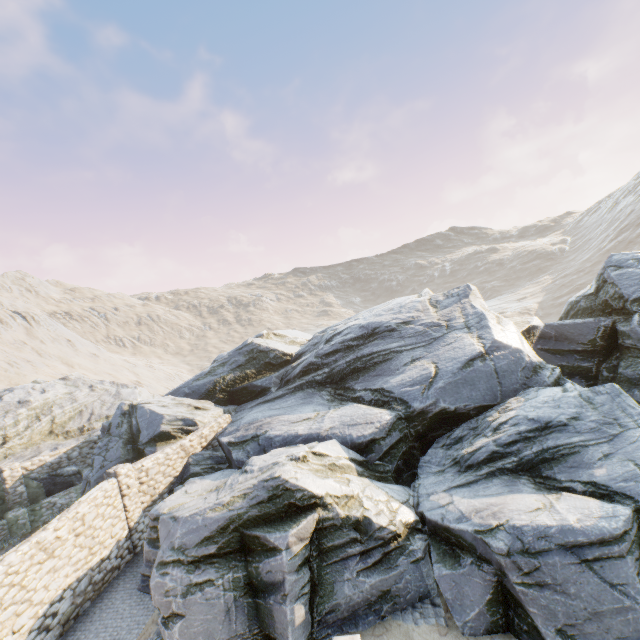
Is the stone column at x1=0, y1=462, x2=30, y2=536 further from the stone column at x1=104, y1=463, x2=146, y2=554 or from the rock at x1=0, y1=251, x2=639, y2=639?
the stone column at x1=104, y1=463, x2=146, y2=554

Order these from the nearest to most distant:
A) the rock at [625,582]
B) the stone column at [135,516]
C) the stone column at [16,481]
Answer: the rock at [625,582] → the stone column at [135,516] → the stone column at [16,481]

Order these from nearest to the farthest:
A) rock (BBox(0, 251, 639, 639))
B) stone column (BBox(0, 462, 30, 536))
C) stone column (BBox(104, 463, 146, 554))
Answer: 1. rock (BBox(0, 251, 639, 639))
2. stone column (BBox(104, 463, 146, 554))
3. stone column (BBox(0, 462, 30, 536))

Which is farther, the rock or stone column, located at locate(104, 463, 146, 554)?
stone column, located at locate(104, 463, 146, 554)

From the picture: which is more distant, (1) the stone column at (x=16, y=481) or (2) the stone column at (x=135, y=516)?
(1) the stone column at (x=16, y=481)

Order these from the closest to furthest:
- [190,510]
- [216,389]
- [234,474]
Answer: [190,510] < [234,474] < [216,389]

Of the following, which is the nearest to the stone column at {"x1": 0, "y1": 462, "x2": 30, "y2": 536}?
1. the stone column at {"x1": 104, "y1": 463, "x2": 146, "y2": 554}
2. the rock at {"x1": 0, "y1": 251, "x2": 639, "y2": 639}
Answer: the rock at {"x1": 0, "y1": 251, "x2": 639, "y2": 639}
